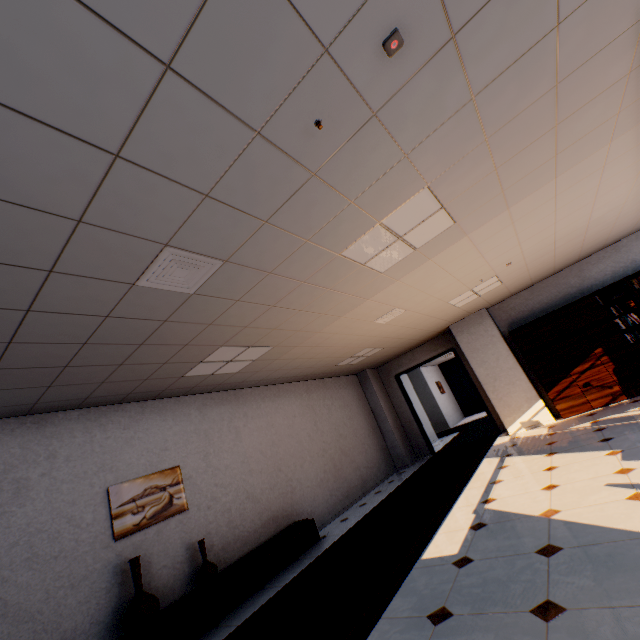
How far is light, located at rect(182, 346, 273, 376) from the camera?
4.4 meters

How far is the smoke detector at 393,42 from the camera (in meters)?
1.52

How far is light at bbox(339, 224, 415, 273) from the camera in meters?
3.1

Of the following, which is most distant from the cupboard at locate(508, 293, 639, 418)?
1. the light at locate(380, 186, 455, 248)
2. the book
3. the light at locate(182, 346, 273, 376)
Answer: the light at locate(182, 346, 273, 376)

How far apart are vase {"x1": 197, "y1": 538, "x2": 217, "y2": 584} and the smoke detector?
5.5m

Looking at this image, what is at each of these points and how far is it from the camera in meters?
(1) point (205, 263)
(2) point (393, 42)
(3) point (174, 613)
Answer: (1) ceiling vent, 2.5
(2) smoke detector, 1.5
(3) cupboard, 3.7

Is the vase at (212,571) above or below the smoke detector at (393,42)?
below

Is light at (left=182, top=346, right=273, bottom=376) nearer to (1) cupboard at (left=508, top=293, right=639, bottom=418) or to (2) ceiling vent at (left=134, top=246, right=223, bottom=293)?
(2) ceiling vent at (left=134, top=246, right=223, bottom=293)
